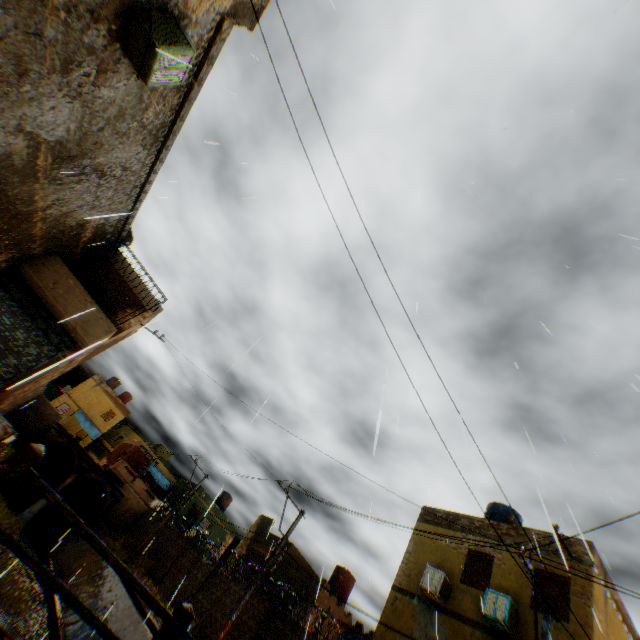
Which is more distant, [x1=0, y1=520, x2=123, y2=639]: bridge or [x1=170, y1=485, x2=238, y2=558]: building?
[x1=170, y1=485, x2=238, y2=558]: building

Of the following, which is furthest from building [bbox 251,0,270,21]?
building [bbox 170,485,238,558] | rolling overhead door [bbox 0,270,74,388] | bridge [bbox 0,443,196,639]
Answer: bridge [bbox 0,443,196,639]

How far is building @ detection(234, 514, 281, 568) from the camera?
24.2m

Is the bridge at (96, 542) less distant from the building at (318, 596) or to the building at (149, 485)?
the building at (318, 596)

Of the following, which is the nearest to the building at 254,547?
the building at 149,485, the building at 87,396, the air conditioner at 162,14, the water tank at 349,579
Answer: the building at 87,396

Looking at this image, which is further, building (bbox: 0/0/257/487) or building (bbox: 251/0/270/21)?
building (bbox: 251/0/270/21)

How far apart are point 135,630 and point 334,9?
21.4 meters

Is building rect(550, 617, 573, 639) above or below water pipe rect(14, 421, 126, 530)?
above
